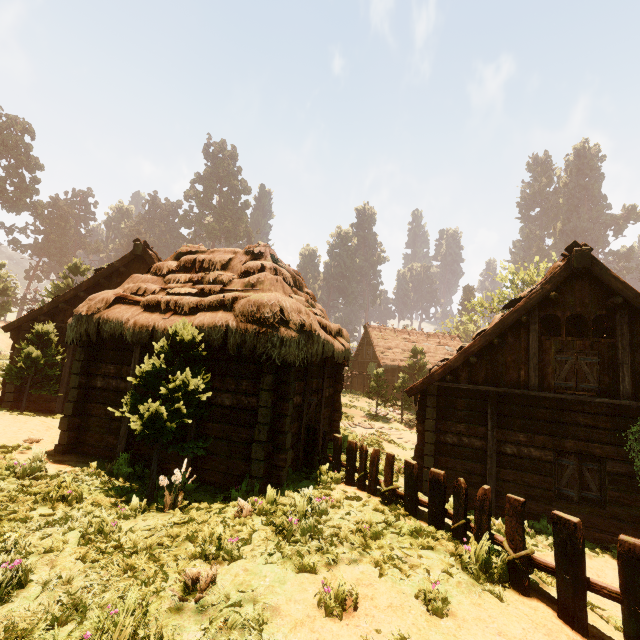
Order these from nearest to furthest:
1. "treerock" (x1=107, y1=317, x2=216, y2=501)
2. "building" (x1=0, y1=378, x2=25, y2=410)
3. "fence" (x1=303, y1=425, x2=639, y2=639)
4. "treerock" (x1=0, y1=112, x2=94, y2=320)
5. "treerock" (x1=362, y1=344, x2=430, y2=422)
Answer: "fence" (x1=303, y1=425, x2=639, y2=639) < "treerock" (x1=107, y1=317, x2=216, y2=501) < "building" (x1=0, y1=378, x2=25, y2=410) < "treerock" (x1=362, y1=344, x2=430, y2=422) < "treerock" (x1=0, y1=112, x2=94, y2=320)

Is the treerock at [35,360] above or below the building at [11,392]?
above

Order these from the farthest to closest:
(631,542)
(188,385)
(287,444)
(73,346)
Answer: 1. (73,346)
2. (287,444)
3. (188,385)
4. (631,542)

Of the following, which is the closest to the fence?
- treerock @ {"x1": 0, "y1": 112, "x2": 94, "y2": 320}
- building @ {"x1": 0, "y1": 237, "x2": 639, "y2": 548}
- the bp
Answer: building @ {"x1": 0, "y1": 237, "x2": 639, "y2": 548}

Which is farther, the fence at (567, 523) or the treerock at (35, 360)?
the treerock at (35, 360)

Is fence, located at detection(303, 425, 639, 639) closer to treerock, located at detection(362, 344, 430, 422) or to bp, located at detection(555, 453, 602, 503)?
treerock, located at detection(362, 344, 430, 422)

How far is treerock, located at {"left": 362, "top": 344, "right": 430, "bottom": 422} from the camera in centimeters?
2369cm

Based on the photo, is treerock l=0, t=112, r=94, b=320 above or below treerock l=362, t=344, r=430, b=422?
above
